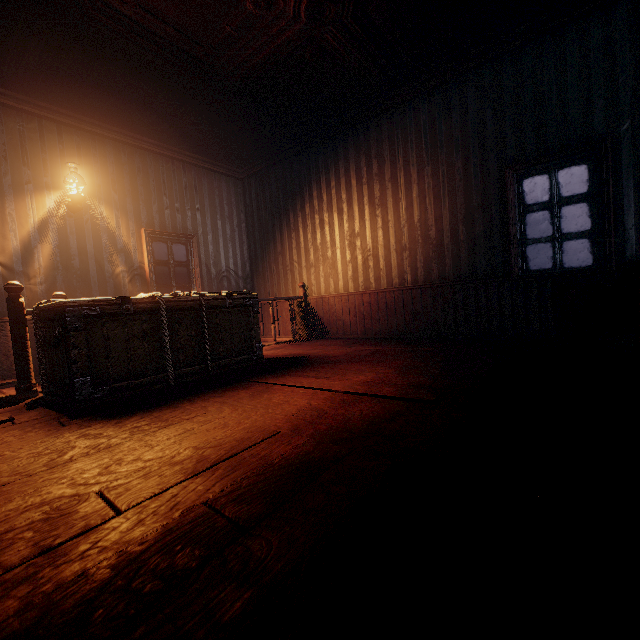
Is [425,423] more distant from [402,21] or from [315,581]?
[402,21]

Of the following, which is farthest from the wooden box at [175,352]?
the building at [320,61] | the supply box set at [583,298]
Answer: the supply box set at [583,298]

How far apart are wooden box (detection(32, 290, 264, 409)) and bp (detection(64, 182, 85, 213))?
2.3m

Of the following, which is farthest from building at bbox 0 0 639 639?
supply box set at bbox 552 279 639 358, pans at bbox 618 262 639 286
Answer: pans at bbox 618 262 639 286

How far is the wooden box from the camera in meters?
2.7

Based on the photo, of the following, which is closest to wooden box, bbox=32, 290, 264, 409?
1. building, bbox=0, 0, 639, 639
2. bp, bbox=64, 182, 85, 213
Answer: building, bbox=0, 0, 639, 639

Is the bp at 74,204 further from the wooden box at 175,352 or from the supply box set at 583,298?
the supply box set at 583,298

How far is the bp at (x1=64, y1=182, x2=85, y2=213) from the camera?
4.78m
